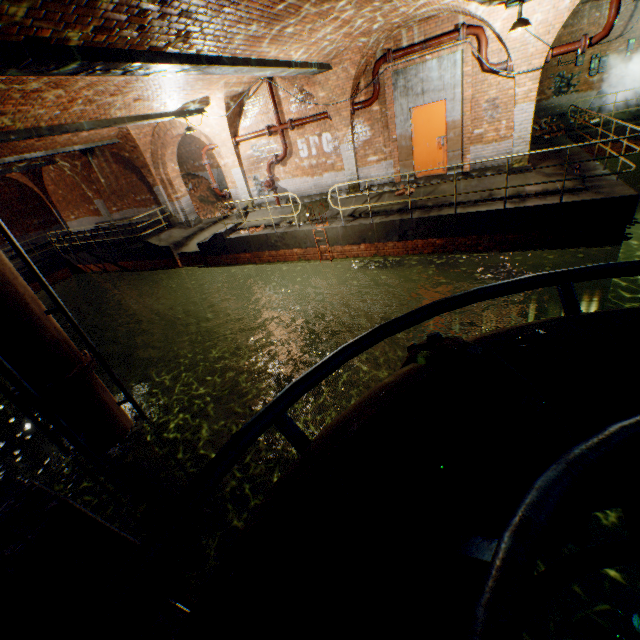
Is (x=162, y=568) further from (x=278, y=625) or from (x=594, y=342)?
(x=594, y=342)

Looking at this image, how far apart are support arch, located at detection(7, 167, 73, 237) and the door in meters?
19.9

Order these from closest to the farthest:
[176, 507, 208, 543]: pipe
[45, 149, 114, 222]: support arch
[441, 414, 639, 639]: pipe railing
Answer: [441, 414, 639, 639]: pipe railing, [176, 507, 208, 543]: pipe, [45, 149, 114, 222]: support arch

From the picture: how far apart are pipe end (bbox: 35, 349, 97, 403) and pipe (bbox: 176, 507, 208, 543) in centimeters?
423cm

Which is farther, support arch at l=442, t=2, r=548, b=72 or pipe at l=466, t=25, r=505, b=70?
pipe at l=466, t=25, r=505, b=70

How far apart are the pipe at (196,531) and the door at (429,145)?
11.9m

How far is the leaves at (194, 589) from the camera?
3.8m

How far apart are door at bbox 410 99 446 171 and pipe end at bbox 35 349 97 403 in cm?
1075
